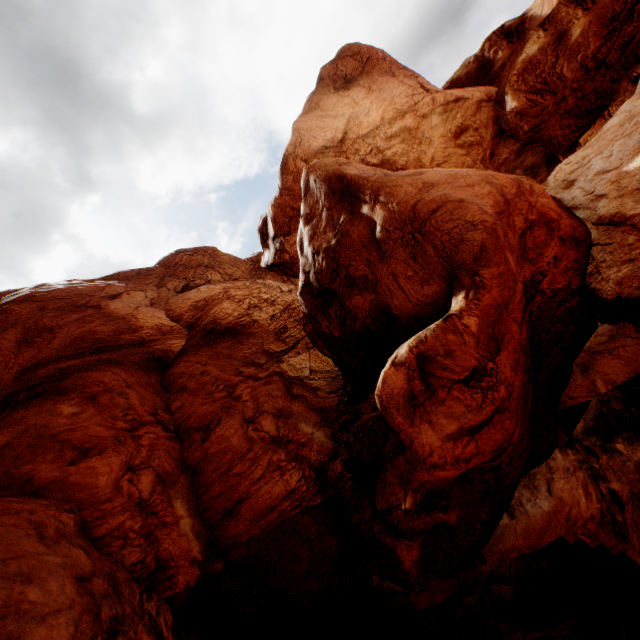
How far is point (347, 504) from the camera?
11.8 meters

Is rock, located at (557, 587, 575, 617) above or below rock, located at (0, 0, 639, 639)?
below

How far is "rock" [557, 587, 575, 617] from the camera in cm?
1544

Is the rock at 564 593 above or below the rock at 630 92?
below

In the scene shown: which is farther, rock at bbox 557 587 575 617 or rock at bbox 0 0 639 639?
rock at bbox 557 587 575 617

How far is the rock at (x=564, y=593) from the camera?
15.4 meters
